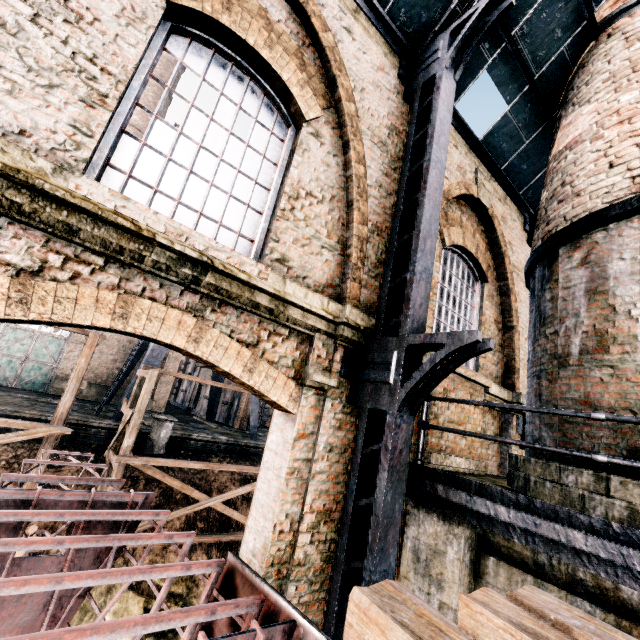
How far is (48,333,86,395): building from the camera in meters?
24.8 m

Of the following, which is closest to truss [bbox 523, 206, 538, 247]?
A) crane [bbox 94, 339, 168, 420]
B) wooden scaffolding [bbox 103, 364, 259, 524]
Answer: wooden scaffolding [bbox 103, 364, 259, 524]

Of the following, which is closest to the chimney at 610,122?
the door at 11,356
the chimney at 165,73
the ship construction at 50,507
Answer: the ship construction at 50,507

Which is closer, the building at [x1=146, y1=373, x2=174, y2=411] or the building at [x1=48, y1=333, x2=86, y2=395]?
the building at [x1=48, y1=333, x2=86, y2=395]

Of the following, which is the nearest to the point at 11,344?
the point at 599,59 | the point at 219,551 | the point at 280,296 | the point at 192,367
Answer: the point at 219,551

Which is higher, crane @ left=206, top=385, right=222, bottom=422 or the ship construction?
crane @ left=206, top=385, right=222, bottom=422

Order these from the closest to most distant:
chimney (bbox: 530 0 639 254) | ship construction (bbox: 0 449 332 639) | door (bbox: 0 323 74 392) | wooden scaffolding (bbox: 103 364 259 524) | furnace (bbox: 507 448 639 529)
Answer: ship construction (bbox: 0 449 332 639) → furnace (bbox: 507 448 639 529) → chimney (bbox: 530 0 639 254) → wooden scaffolding (bbox: 103 364 259 524) → door (bbox: 0 323 74 392)

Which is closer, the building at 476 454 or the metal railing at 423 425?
the metal railing at 423 425
